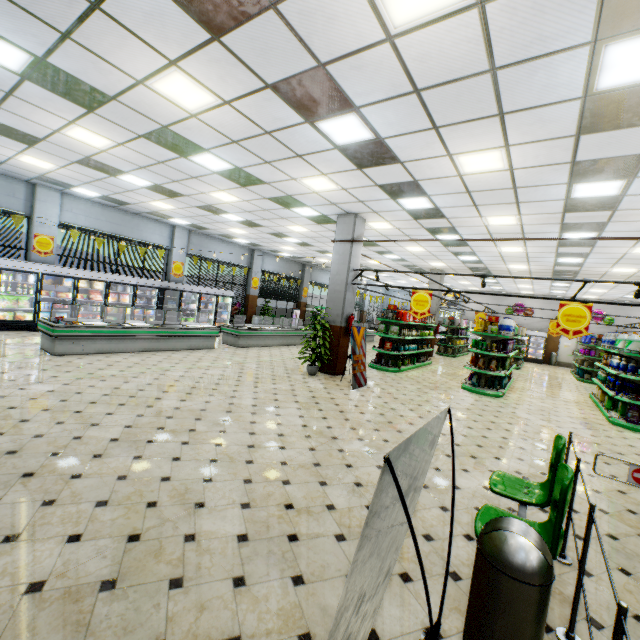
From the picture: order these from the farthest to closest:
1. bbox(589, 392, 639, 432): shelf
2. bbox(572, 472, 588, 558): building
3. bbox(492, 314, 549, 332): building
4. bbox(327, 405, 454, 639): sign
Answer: bbox(492, 314, 549, 332): building
bbox(589, 392, 639, 432): shelf
bbox(572, 472, 588, 558): building
bbox(327, 405, 454, 639): sign

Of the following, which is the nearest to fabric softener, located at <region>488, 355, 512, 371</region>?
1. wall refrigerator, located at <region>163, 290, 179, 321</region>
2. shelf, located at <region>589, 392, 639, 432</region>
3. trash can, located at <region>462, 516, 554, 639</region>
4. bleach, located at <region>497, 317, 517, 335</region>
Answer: bleach, located at <region>497, 317, 517, 335</region>

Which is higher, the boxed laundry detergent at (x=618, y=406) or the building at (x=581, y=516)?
the boxed laundry detergent at (x=618, y=406)

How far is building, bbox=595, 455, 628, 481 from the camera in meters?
5.2 m

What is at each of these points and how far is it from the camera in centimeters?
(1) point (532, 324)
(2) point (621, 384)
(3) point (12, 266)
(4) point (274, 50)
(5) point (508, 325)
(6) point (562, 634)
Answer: (1) building, 2403cm
(2) toilet cleaner, 909cm
(3) wall refrigerator door, 1011cm
(4) building, 376cm
(5) bleach, 1025cm
(6) rail, 226cm

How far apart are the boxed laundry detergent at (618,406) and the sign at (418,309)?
6.16m

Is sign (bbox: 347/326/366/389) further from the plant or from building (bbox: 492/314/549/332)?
the plant

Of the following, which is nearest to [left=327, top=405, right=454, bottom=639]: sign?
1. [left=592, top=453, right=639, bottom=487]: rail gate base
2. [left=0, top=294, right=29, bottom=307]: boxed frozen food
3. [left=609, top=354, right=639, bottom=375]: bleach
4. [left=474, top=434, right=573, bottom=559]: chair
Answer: [left=474, top=434, right=573, bottom=559]: chair
